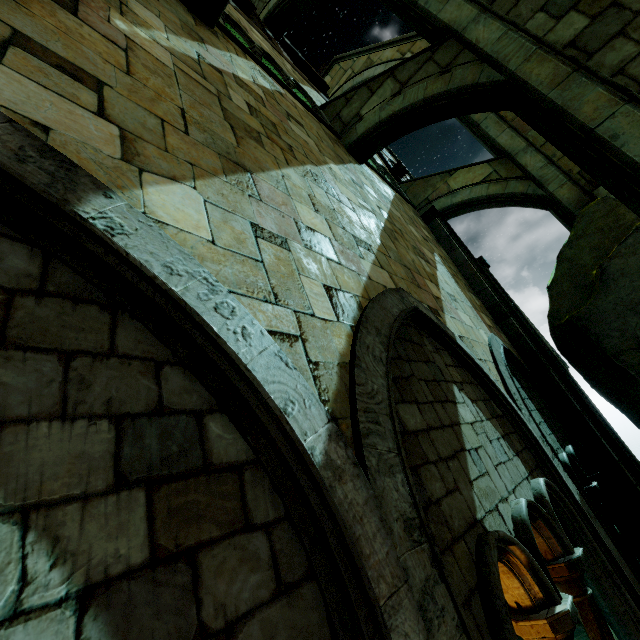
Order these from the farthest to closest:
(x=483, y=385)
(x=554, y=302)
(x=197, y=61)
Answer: (x=554, y=302) → (x=483, y=385) → (x=197, y=61)

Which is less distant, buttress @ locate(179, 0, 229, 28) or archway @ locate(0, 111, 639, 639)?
archway @ locate(0, 111, 639, 639)

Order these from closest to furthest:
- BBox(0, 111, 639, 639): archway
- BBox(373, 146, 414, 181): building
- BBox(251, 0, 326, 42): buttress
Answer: BBox(0, 111, 639, 639): archway < BBox(251, 0, 326, 42): buttress < BBox(373, 146, 414, 181): building

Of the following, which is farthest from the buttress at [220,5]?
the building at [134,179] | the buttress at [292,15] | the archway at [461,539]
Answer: the buttress at [292,15]

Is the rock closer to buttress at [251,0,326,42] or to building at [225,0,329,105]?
building at [225,0,329,105]

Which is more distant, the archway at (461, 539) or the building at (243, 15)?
the building at (243, 15)

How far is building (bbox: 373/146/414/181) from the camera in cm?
1212

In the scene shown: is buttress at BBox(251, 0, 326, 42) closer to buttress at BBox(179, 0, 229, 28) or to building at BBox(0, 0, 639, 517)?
building at BBox(0, 0, 639, 517)
